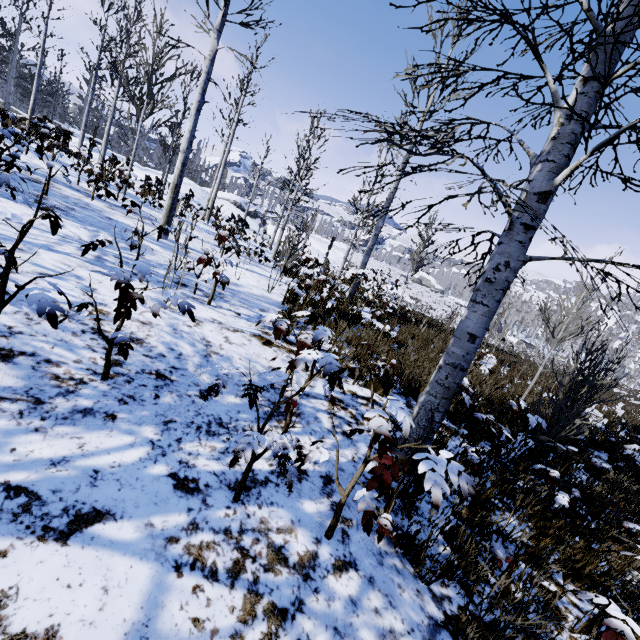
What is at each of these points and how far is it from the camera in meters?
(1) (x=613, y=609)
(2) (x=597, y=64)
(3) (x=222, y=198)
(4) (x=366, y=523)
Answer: (1) instancedfoliageactor, 1.8
(2) instancedfoliageactor, 2.4
(3) rock, 39.7
(4) instancedfoliageactor, 1.8

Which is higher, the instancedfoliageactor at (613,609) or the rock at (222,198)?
the rock at (222,198)

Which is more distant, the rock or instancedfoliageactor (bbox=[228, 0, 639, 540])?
the rock

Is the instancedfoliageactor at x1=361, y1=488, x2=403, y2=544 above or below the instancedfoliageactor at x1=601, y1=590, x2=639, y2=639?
below

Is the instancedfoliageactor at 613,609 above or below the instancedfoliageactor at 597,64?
below

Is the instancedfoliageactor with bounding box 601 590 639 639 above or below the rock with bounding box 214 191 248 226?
below
